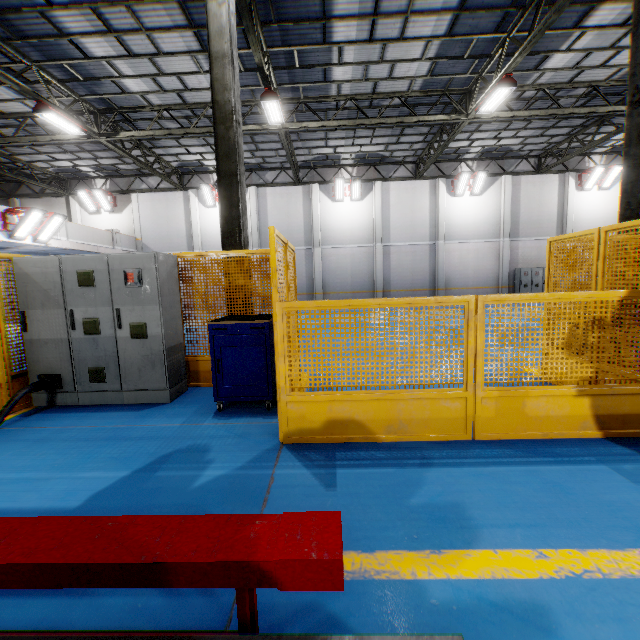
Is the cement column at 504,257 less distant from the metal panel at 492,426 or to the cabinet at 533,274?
the cabinet at 533,274

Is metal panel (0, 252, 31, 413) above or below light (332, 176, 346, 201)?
below

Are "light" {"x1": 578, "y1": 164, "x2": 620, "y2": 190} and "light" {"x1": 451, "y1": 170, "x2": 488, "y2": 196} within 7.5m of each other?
yes

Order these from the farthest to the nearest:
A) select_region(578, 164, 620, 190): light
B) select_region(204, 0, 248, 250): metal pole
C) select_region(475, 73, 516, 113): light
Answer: select_region(578, 164, 620, 190): light → select_region(475, 73, 516, 113): light → select_region(204, 0, 248, 250): metal pole

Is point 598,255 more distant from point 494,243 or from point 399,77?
point 494,243

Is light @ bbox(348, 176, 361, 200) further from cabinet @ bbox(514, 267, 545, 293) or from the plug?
the plug

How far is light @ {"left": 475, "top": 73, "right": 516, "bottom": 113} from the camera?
10.1m

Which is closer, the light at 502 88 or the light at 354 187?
the light at 502 88
